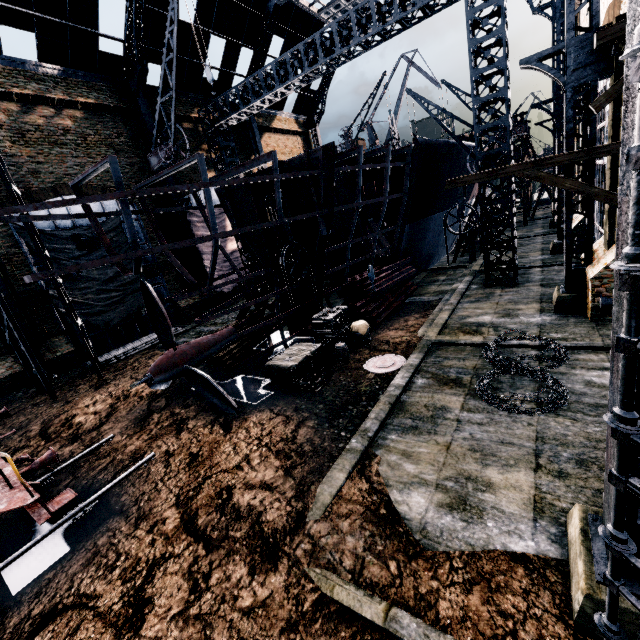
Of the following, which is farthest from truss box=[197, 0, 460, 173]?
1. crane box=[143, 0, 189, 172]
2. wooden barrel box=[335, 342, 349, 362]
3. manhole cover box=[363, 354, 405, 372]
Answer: wooden barrel box=[335, 342, 349, 362]

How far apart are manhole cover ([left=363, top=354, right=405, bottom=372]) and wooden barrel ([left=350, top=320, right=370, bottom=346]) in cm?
155

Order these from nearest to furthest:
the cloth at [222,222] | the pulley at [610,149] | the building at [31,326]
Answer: the pulley at [610,149] < the building at [31,326] < the cloth at [222,222]

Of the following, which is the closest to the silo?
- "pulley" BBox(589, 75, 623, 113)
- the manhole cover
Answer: the manhole cover

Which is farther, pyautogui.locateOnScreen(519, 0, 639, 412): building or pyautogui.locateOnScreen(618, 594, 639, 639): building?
pyautogui.locateOnScreen(618, 594, 639, 639): building

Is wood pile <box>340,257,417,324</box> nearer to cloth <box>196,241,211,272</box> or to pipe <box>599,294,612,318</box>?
pipe <box>599,294,612,318</box>

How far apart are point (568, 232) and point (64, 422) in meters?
22.2

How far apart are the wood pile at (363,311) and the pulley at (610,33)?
12.69m
